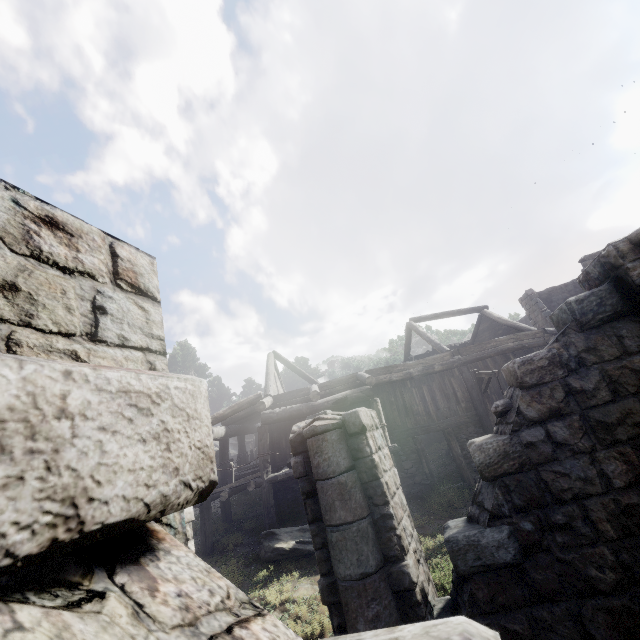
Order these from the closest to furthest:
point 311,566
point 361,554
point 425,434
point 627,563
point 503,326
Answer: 1. point 627,563
2. point 361,554
3. point 311,566
4. point 503,326
5. point 425,434

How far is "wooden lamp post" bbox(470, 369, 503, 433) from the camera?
11.4 meters

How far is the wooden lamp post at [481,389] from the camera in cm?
1142

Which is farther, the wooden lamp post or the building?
the wooden lamp post

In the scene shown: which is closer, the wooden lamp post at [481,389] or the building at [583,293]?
the building at [583,293]
